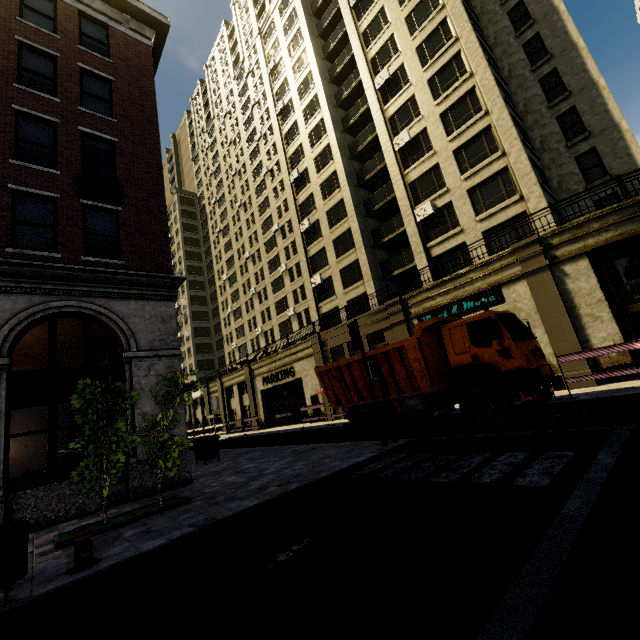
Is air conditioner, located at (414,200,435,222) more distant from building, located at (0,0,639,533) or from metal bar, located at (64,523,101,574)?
metal bar, located at (64,523,101,574)

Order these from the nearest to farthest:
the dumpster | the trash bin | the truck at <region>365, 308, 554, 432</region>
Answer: the trash bin → the truck at <region>365, 308, 554, 432</region> → the dumpster

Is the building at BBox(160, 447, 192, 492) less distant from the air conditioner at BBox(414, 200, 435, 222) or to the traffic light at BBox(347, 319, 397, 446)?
the air conditioner at BBox(414, 200, 435, 222)

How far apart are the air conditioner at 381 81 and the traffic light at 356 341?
23.5m

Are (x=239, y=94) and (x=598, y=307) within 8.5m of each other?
no

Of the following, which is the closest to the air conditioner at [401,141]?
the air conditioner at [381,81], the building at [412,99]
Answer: the building at [412,99]

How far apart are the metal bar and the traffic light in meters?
7.0

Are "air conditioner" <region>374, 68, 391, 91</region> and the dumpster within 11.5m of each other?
no
